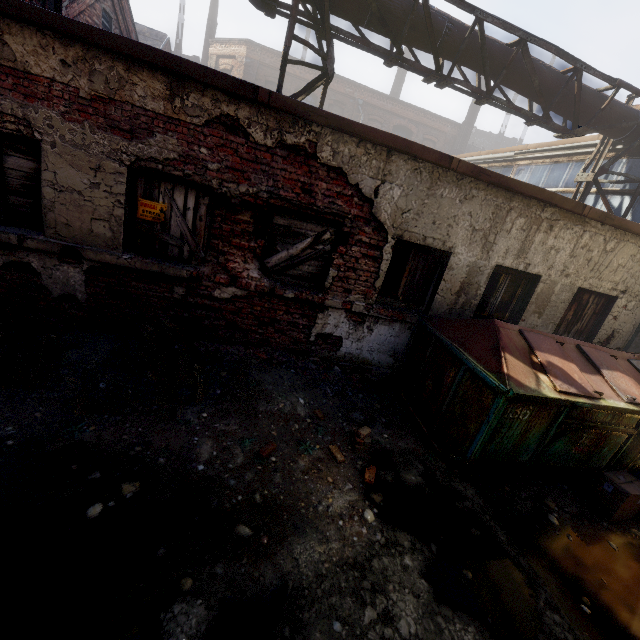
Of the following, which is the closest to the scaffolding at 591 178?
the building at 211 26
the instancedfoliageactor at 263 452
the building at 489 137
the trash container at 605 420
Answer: the trash container at 605 420

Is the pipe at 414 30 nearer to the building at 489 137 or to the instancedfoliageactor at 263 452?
the instancedfoliageactor at 263 452

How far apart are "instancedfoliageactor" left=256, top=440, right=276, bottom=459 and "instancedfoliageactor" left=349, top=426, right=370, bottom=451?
1.1m

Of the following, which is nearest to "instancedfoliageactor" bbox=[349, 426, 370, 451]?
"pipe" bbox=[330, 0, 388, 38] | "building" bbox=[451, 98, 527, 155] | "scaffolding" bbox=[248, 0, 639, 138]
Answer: Answer: "scaffolding" bbox=[248, 0, 639, 138]

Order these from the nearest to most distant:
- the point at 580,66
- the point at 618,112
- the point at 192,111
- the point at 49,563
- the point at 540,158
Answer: the point at 49,563 < the point at 192,111 < the point at 580,66 < the point at 618,112 < the point at 540,158

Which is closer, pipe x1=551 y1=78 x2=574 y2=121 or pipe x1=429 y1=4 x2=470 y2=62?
pipe x1=429 y1=4 x2=470 y2=62

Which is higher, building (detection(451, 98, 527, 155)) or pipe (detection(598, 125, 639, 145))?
building (detection(451, 98, 527, 155))

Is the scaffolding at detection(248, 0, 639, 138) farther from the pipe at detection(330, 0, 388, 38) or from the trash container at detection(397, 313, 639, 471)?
the trash container at detection(397, 313, 639, 471)
